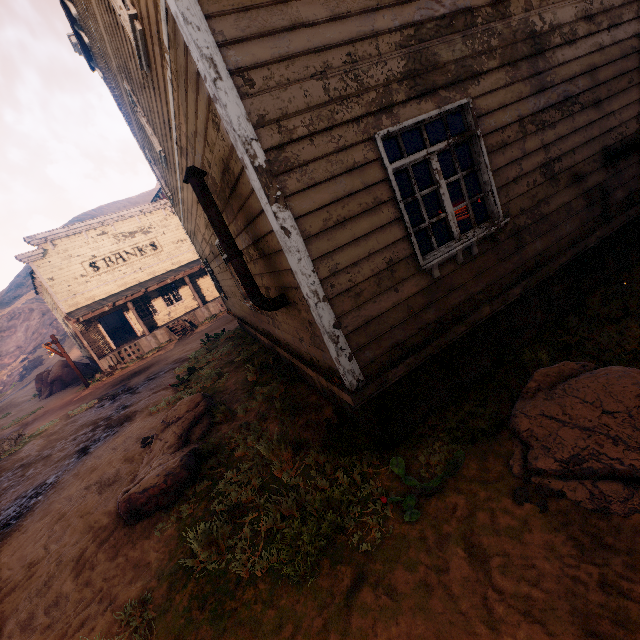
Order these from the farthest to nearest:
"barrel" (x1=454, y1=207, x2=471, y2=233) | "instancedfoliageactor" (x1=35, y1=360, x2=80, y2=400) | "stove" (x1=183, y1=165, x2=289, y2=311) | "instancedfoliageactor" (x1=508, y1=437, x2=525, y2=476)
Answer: "instancedfoliageactor" (x1=35, y1=360, x2=80, y2=400) < "barrel" (x1=454, y1=207, x2=471, y2=233) < "stove" (x1=183, y1=165, x2=289, y2=311) < "instancedfoliageactor" (x1=508, y1=437, x2=525, y2=476)

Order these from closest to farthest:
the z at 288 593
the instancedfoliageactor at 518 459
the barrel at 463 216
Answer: the z at 288 593
the instancedfoliageactor at 518 459
the barrel at 463 216

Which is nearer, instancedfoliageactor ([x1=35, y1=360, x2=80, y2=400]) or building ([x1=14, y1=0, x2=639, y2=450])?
building ([x1=14, y1=0, x2=639, y2=450])

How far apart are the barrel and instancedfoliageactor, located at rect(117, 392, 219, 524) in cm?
504

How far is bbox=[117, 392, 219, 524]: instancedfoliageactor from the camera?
4.7 meters

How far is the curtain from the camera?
3.6 meters

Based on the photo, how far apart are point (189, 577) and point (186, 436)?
3.2 meters

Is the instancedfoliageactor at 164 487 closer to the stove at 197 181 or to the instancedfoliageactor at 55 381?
the stove at 197 181
